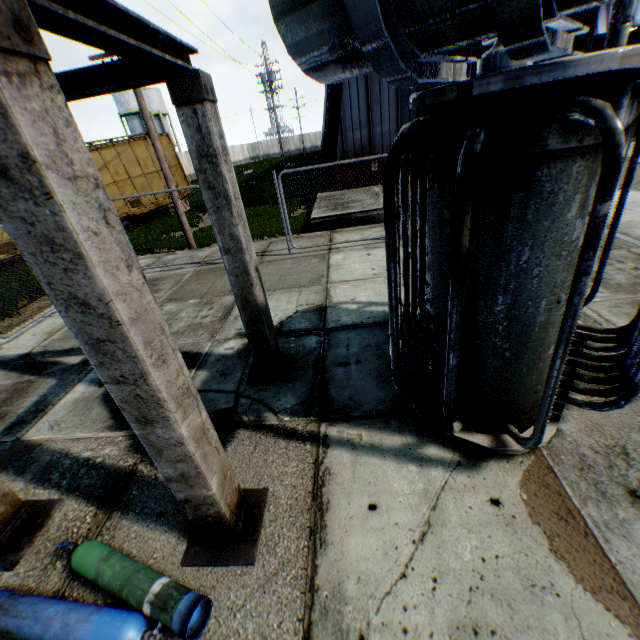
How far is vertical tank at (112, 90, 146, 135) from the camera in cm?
4343

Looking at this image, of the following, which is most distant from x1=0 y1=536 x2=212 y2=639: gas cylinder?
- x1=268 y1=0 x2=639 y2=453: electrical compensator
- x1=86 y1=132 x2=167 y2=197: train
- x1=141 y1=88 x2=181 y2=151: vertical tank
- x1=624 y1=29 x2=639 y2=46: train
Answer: x1=141 y1=88 x2=181 y2=151: vertical tank

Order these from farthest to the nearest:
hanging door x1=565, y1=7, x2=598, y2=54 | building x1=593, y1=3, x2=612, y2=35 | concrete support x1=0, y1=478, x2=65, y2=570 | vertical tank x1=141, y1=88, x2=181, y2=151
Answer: vertical tank x1=141, y1=88, x2=181, y2=151, building x1=593, y1=3, x2=612, y2=35, hanging door x1=565, y1=7, x2=598, y2=54, concrete support x1=0, y1=478, x2=65, y2=570

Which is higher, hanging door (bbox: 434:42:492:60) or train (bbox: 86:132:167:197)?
hanging door (bbox: 434:42:492:60)

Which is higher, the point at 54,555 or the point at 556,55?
the point at 556,55

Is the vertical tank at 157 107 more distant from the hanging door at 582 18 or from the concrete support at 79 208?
the concrete support at 79 208

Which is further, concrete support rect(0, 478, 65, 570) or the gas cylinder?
concrete support rect(0, 478, 65, 570)

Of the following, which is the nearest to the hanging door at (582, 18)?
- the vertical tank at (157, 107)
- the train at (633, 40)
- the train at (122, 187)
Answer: the train at (633, 40)
